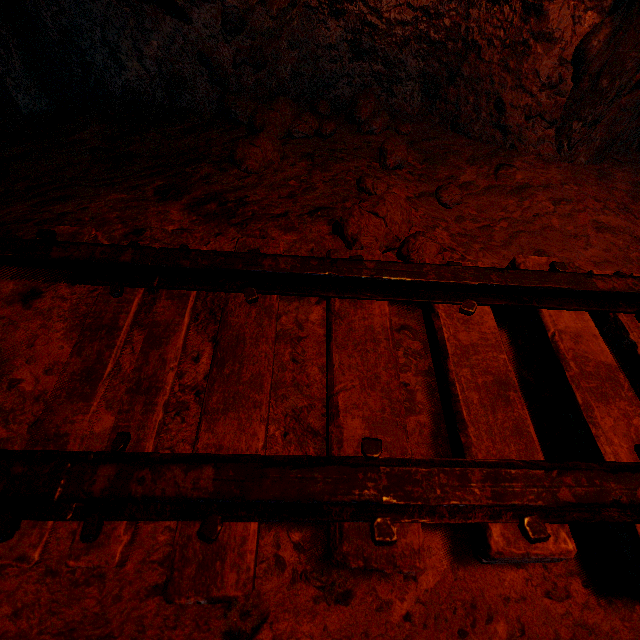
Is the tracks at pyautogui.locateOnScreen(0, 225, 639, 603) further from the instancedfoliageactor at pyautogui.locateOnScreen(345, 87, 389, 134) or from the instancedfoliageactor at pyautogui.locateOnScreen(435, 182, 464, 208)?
the instancedfoliageactor at pyautogui.locateOnScreen(345, 87, 389, 134)

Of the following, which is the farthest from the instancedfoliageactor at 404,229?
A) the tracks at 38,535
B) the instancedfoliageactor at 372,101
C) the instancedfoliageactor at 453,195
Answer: the instancedfoliageactor at 372,101

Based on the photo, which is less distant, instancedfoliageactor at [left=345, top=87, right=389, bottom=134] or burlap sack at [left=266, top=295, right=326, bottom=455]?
burlap sack at [left=266, top=295, right=326, bottom=455]

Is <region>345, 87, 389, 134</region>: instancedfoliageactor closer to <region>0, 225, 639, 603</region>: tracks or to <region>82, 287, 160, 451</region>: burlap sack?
<region>82, 287, 160, 451</region>: burlap sack

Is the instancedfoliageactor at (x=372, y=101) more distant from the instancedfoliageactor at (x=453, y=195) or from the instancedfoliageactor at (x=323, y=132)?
the instancedfoliageactor at (x=453, y=195)

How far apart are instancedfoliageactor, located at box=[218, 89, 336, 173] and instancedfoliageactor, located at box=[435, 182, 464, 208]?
0.9m

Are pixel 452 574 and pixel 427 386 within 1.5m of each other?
yes

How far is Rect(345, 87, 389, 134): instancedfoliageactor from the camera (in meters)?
2.36
